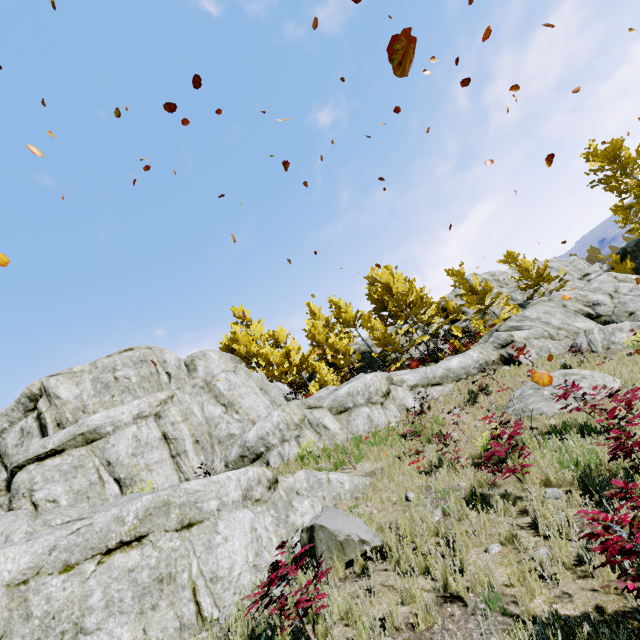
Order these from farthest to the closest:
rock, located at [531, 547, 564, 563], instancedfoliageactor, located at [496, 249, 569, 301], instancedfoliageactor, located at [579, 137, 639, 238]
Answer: instancedfoliageactor, located at [496, 249, 569, 301], instancedfoliageactor, located at [579, 137, 639, 238], rock, located at [531, 547, 564, 563]

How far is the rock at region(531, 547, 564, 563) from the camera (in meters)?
3.85

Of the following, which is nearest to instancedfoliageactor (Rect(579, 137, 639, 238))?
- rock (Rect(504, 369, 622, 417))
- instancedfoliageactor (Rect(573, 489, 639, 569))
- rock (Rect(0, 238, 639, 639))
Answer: rock (Rect(0, 238, 639, 639))

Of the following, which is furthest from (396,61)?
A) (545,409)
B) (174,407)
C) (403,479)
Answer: (174,407)

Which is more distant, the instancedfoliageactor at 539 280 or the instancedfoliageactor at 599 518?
the instancedfoliageactor at 539 280

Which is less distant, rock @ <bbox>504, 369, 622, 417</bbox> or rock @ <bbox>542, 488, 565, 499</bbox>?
rock @ <bbox>542, 488, 565, 499</bbox>

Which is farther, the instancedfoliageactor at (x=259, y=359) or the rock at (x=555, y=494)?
the instancedfoliageactor at (x=259, y=359)
